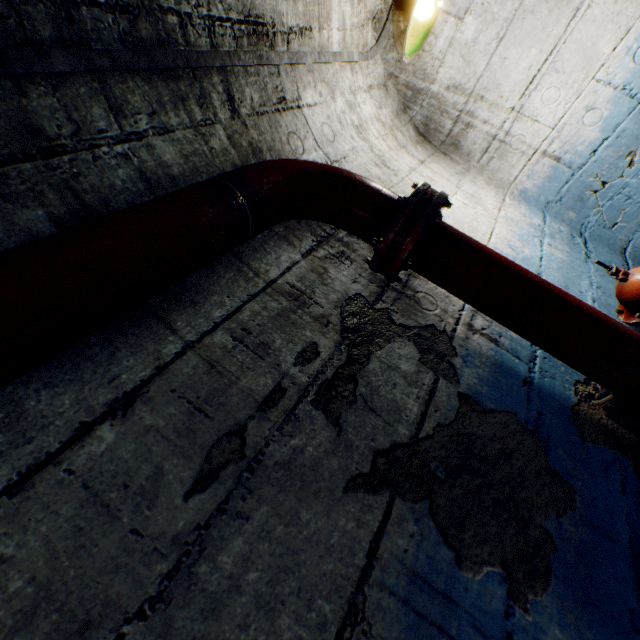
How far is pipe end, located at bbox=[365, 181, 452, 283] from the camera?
1.11m

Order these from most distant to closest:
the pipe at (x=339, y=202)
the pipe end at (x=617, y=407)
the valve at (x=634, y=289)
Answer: the valve at (x=634, y=289) < the pipe end at (x=617, y=407) < the pipe at (x=339, y=202)

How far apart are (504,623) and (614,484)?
0.7 meters

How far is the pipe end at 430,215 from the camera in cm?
111

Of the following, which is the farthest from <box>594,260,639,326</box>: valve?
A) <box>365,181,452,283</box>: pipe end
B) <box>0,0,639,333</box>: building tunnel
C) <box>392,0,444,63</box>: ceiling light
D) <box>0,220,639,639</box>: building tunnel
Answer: <box>0,220,639,639</box>: building tunnel

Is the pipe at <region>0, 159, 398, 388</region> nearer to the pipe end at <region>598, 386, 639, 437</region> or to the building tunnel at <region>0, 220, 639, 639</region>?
the pipe end at <region>598, 386, 639, 437</region>

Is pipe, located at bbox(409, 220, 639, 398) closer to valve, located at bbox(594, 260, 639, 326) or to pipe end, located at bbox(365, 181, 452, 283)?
pipe end, located at bbox(365, 181, 452, 283)

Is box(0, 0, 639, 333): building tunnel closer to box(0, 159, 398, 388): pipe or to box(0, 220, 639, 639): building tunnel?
box(0, 159, 398, 388): pipe
